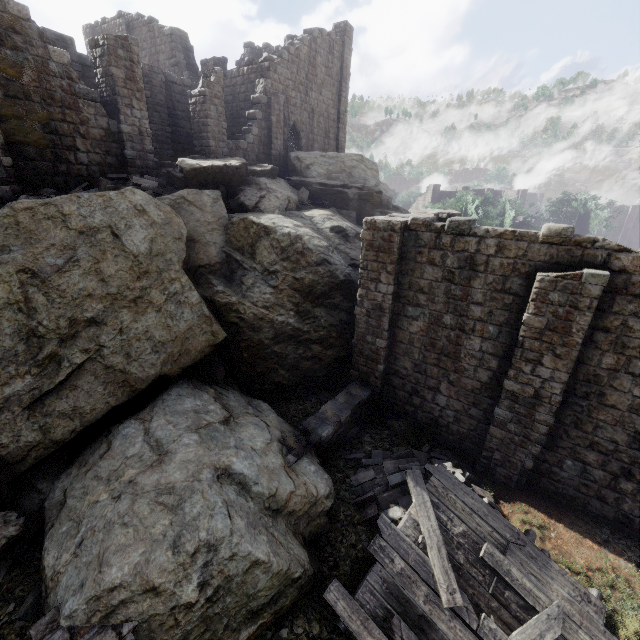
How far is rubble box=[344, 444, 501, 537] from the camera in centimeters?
832cm

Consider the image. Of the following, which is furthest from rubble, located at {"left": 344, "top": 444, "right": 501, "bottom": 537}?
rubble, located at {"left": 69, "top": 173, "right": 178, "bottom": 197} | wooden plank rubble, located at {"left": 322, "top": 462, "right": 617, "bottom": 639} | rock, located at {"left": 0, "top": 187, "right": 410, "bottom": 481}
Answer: rubble, located at {"left": 69, "top": 173, "right": 178, "bottom": 197}

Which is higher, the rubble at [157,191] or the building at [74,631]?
the rubble at [157,191]

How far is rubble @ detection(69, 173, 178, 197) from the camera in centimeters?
1230cm

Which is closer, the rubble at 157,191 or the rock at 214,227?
the rock at 214,227

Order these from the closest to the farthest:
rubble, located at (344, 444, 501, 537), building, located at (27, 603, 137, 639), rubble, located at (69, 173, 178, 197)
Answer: building, located at (27, 603, 137, 639) < rubble, located at (344, 444, 501, 537) < rubble, located at (69, 173, 178, 197)

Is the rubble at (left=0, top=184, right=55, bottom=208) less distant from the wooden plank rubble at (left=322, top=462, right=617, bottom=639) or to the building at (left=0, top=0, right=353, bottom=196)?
the building at (left=0, top=0, right=353, bottom=196)

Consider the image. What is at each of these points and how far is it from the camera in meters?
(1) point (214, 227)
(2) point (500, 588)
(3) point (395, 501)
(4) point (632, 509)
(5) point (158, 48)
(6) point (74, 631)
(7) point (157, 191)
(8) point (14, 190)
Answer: (1) rock, 12.7
(2) wooden plank rubble, 6.6
(3) rubble, 8.5
(4) building, 8.5
(5) building, 24.3
(6) building, 5.1
(7) rubble, 12.9
(8) rubble, 10.8
